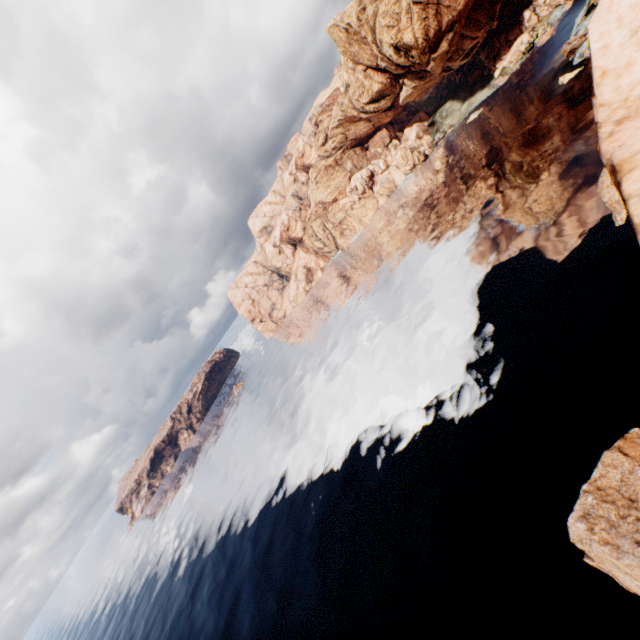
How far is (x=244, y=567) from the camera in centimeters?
5075cm
